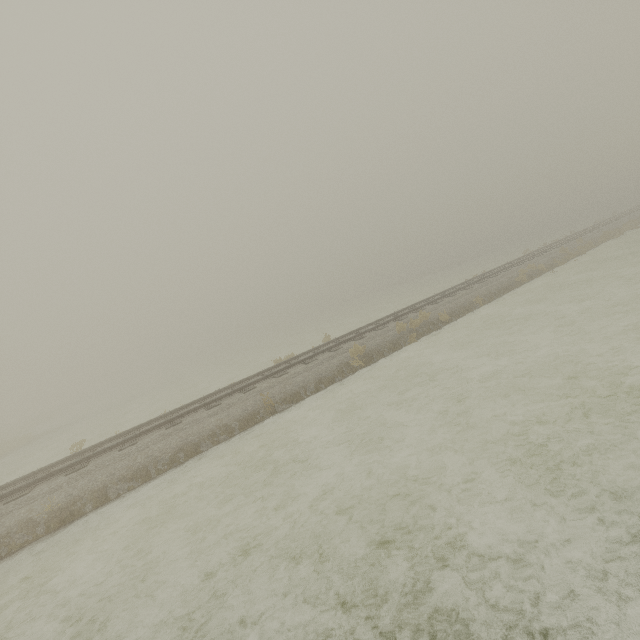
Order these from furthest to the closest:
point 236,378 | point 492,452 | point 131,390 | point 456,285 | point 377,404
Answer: point 131,390 < point 236,378 < point 456,285 < point 377,404 < point 492,452
